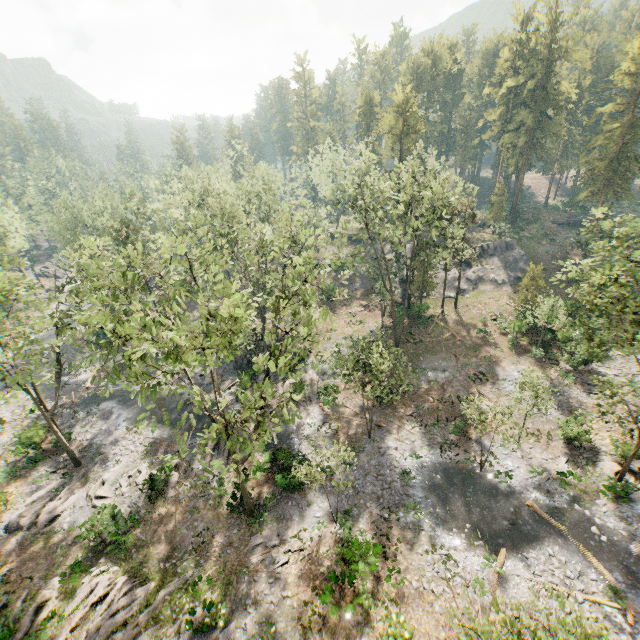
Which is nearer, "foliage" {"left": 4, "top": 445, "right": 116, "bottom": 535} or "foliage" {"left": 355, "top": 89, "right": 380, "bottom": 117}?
"foliage" {"left": 4, "top": 445, "right": 116, "bottom": 535}

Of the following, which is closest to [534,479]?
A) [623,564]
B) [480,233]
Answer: [623,564]

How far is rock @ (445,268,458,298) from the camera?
46.9 meters

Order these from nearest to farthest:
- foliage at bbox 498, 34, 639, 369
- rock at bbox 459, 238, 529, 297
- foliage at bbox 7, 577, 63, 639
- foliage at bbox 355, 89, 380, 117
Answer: foliage at bbox 7, 577, 63, 639
foliage at bbox 498, 34, 639, 369
rock at bbox 459, 238, 529, 297
foliage at bbox 355, 89, 380, 117

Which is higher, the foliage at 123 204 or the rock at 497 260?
the foliage at 123 204
